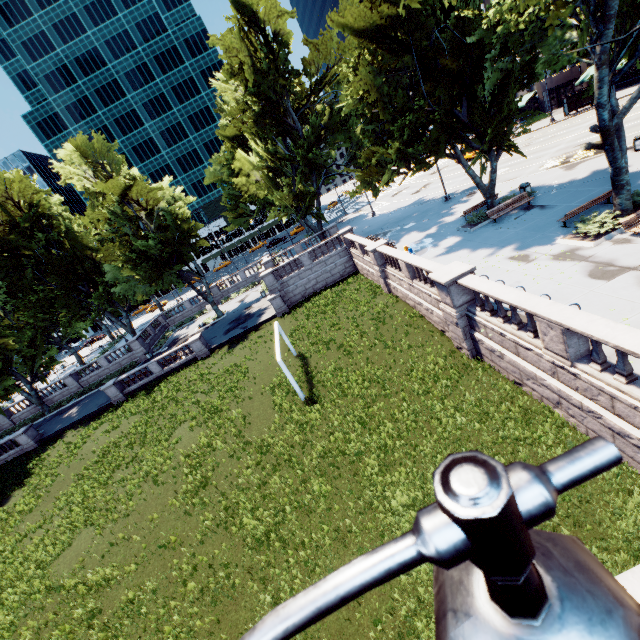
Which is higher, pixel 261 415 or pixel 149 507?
pixel 149 507

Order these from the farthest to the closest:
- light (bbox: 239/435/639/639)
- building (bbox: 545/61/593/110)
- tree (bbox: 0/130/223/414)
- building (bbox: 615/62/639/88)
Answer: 1. building (bbox: 545/61/593/110)
2. building (bbox: 615/62/639/88)
3. tree (bbox: 0/130/223/414)
4. light (bbox: 239/435/639/639)

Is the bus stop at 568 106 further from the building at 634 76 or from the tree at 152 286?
the tree at 152 286

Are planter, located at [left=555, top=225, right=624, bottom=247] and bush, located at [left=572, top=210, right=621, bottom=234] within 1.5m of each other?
yes

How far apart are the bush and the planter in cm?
19

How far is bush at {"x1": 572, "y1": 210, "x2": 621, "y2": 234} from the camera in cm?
1426

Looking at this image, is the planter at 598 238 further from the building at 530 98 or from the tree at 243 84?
the building at 530 98

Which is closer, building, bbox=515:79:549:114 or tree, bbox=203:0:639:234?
tree, bbox=203:0:639:234
